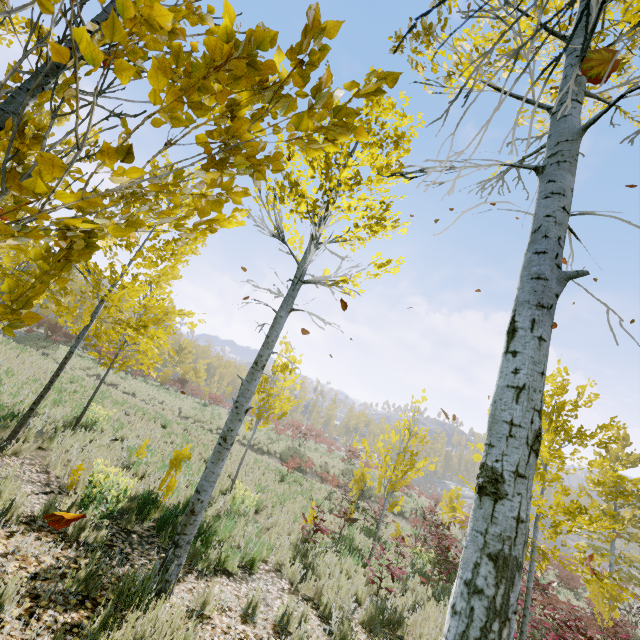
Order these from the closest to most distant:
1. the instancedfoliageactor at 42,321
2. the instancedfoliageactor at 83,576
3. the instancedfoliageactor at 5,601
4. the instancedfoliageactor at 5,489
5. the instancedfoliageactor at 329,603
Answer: the instancedfoliageactor at 42,321 → the instancedfoliageactor at 5,601 → the instancedfoliageactor at 83,576 → the instancedfoliageactor at 5,489 → the instancedfoliageactor at 329,603

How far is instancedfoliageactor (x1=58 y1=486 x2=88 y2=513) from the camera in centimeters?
480cm

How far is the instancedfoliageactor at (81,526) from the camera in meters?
4.2

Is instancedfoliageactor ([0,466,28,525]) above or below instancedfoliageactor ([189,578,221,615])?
above

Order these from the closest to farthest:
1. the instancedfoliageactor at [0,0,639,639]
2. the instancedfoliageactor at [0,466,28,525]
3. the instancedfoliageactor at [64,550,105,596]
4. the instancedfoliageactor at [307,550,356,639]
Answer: the instancedfoliageactor at [0,0,639,639] < the instancedfoliageactor at [64,550,105,596] < the instancedfoliageactor at [0,466,28,525] < the instancedfoliageactor at [307,550,356,639]

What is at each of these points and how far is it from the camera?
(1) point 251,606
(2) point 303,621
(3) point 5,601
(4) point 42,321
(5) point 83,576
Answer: (1) instancedfoliageactor, 4.45m
(2) instancedfoliageactor, 4.72m
(3) instancedfoliageactor, 2.70m
(4) instancedfoliageactor, 30.91m
(5) instancedfoliageactor, 3.37m

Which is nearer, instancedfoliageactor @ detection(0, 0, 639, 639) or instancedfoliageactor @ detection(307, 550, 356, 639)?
instancedfoliageactor @ detection(0, 0, 639, 639)
